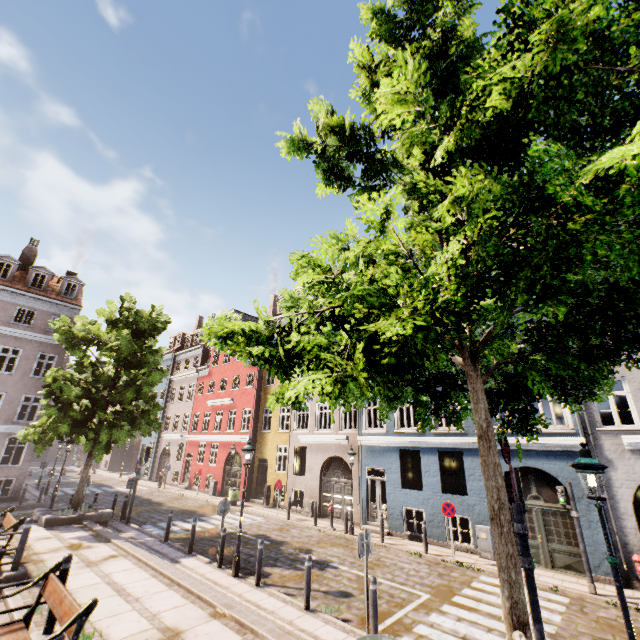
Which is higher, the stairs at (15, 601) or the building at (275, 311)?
the building at (275, 311)

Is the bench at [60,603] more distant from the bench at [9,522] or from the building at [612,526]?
the building at [612,526]

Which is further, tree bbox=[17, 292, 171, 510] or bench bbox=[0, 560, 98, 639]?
tree bbox=[17, 292, 171, 510]

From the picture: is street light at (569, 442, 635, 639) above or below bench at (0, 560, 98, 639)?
above

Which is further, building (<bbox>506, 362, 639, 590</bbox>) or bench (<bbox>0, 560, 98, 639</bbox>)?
building (<bbox>506, 362, 639, 590</bbox>)

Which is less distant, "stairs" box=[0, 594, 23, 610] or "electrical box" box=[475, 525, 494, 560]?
"stairs" box=[0, 594, 23, 610]

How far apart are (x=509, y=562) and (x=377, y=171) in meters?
5.9

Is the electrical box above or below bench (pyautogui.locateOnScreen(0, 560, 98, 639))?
below
